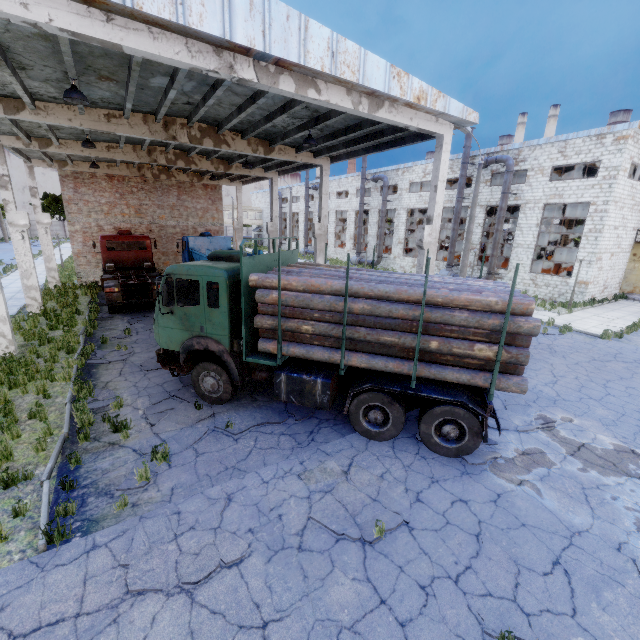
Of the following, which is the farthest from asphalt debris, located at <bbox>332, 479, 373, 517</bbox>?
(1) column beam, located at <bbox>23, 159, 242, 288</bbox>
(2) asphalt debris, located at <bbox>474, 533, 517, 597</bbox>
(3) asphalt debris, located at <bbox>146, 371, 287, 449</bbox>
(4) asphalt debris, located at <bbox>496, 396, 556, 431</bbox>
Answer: (1) column beam, located at <bbox>23, 159, 242, 288</bbox>

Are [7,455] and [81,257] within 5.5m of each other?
no

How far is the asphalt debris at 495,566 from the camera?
4.5m

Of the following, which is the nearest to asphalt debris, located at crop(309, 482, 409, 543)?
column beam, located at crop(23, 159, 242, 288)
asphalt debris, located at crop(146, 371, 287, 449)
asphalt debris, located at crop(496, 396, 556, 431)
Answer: asphalt debris, located at crop(146, 371, 287, 449)

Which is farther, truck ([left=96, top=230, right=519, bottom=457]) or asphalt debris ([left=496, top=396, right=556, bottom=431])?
asphalt debris ([left=496, top=396, right=556, bottom=431])

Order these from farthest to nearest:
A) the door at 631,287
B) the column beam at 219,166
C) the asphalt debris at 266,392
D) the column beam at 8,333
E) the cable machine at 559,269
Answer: the cable machine at 559,269 → the door at 631,287 → the column beam at 219,166 → the column beam at 8,333 → the asphalt debris at 266,392

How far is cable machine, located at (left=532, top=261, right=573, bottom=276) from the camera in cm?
2541

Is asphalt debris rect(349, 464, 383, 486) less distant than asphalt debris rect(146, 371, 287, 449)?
Result: Yes
